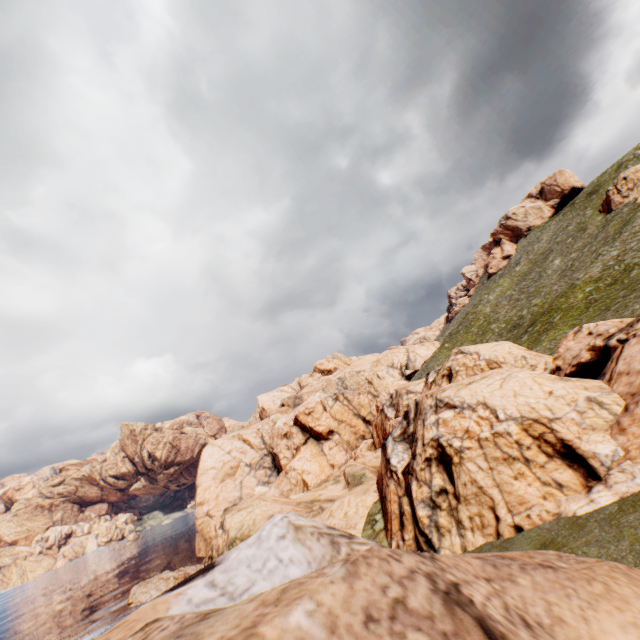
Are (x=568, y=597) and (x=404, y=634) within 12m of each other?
yes
